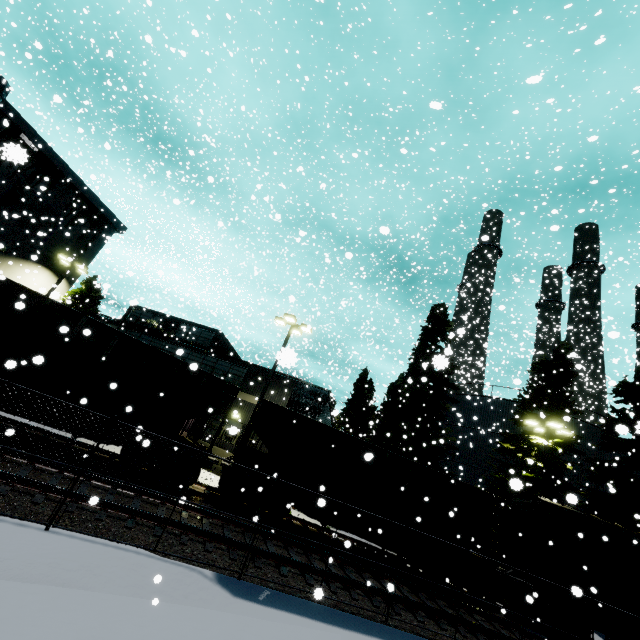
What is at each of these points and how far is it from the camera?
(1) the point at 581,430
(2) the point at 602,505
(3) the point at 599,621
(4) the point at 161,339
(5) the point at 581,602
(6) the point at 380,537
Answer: (1) silo, 25.7 meters
(2) tree, 20.6 meters
(3) flatcar, 13.0 meters
(4) building, 26.7 meters
(5) cargo car, 13.1 meters
(6) flatcar, 13.4 meters

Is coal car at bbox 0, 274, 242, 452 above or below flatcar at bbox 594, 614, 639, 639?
above

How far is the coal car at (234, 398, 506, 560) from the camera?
13.37m

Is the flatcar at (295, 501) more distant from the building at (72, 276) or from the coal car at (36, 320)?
the building at (72, 276)

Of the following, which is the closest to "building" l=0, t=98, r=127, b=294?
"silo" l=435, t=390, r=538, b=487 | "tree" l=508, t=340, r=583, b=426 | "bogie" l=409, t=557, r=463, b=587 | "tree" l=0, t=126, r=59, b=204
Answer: "tree" l=0, t=126, r=59, b=204

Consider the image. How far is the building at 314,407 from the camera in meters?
22.9

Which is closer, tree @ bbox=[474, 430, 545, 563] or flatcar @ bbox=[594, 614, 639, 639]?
flatcar @ bbox=[594, 614, 639, 639]

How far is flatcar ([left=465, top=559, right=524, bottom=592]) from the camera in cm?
1370
